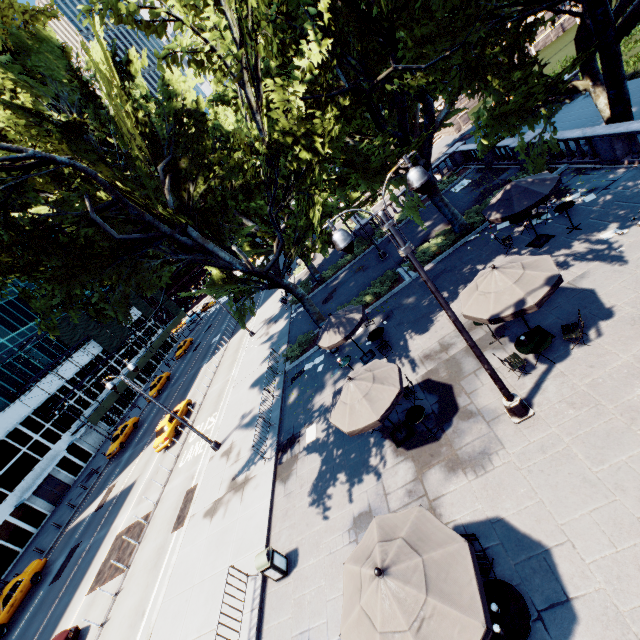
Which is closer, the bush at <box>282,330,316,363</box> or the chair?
the chair

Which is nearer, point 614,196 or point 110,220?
point 614,196

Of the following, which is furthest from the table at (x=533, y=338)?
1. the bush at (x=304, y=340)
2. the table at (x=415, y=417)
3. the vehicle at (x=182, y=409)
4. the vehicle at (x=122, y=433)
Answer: the vehicle at (x=122, y=433)

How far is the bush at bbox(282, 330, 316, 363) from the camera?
21.34m

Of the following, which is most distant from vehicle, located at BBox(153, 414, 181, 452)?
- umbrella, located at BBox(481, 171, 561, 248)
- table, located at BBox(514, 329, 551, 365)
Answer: umbrella, located at BBox(481, 171, 561, 248)

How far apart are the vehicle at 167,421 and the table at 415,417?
21.7m

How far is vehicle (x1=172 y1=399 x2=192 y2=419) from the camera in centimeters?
2741cm

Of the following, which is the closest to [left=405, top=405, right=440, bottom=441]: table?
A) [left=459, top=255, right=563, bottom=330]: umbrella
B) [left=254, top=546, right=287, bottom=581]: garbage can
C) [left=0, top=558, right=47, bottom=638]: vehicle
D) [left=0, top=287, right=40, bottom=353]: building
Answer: [left=459, top=255, right=563, bottom=330]: umbrella
